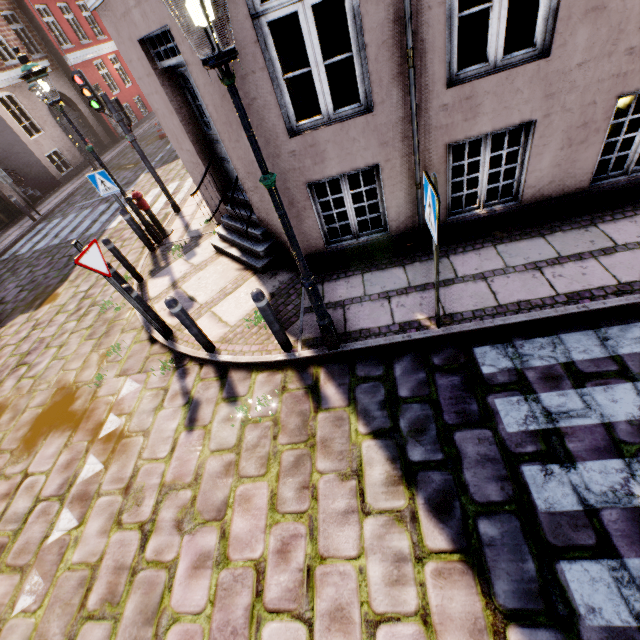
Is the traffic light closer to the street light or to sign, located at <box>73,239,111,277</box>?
the street light

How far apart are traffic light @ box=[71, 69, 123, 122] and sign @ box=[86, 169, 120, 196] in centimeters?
167cm

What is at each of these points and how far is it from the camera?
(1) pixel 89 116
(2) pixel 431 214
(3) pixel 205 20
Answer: (1) building, 19.23m
(2) sign, 2.91m
(3) street light, 1.96m

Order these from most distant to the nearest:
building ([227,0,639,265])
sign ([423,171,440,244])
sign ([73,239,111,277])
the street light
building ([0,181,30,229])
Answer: building ([0,181,30,229]) < sign ([73,239,111,277]) < building ([227,0,639,265]) < sign ([423,171,440,244]) < the street light

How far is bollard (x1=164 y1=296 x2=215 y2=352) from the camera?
4.23m

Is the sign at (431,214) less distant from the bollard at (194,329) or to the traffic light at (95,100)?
the bollard at (194,329)

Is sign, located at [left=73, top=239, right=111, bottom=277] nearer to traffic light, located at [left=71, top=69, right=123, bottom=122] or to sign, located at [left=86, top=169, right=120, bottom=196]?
sign, located at [left=86, top=169, right=120, bottom=196]

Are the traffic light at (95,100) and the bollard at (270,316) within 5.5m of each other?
no
